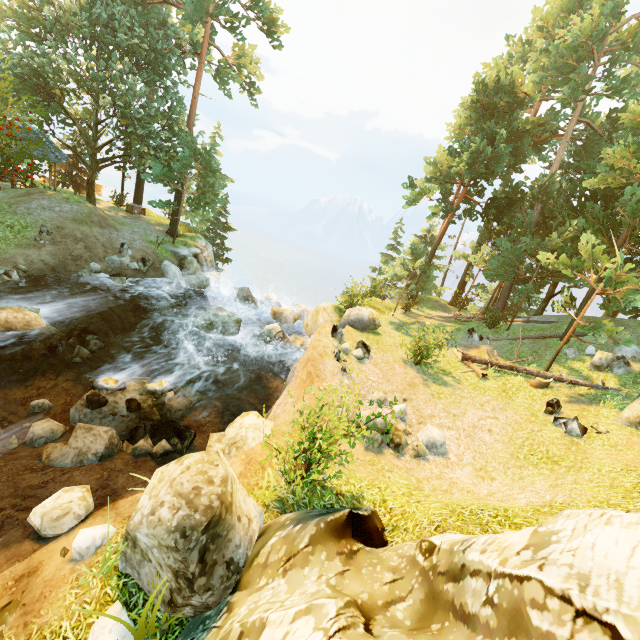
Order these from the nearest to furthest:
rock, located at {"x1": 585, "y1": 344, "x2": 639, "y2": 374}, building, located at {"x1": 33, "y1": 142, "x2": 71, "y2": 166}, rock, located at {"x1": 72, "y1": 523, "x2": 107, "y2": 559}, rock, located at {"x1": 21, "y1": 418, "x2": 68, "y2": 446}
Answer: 1. rock, located at {"x1": 72, "y1": 523, "x2": 107, "y2": 559}
2. rock, located at {"x1": 21, "y1": 418, "x2": 68, "y2": 446}
3. rock, located at {"x1": 585, "y1": 344, "x2": 639, "y2": 374}
4. building, located at {"x1": 33, "y1": 142, "x2": 71, "y2": 166}

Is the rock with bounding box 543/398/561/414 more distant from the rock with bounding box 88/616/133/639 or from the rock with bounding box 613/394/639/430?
the rock with bounding box 88/616/133/639

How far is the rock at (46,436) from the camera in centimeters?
991cm

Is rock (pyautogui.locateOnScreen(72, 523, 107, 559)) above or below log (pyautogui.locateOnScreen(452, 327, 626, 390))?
below

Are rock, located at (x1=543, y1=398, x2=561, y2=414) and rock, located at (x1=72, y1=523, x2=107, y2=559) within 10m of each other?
Answer: no

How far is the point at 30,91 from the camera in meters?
19.0 m

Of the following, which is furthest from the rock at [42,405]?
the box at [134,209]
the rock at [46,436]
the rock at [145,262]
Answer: the box at [134,209]

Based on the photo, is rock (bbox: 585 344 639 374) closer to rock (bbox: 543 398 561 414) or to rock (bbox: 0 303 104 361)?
rock (bbox: 543 398 561 414)
